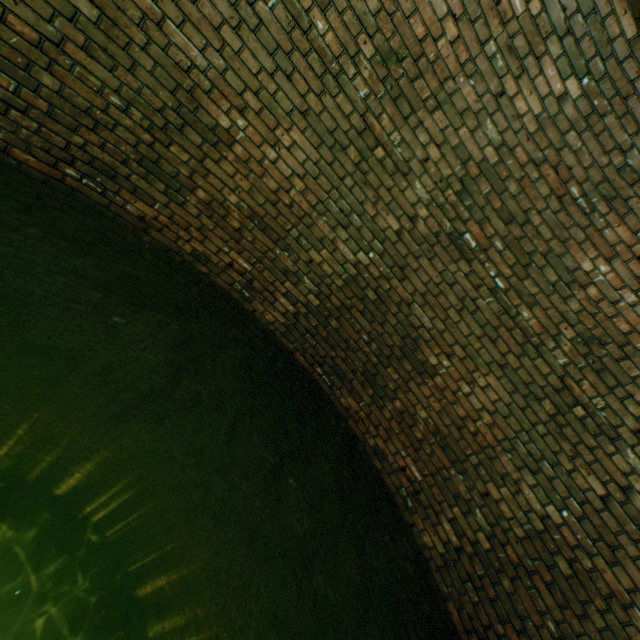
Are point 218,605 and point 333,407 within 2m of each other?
no
